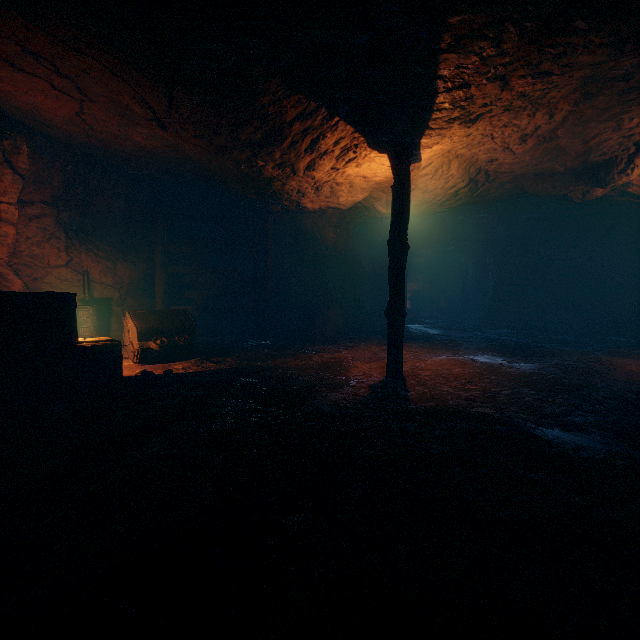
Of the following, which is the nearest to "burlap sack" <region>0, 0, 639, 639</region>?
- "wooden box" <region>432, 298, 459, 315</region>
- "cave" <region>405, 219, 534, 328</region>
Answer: "cave" <region>405, 219, 534, 328</region>

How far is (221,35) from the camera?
3.5 meters

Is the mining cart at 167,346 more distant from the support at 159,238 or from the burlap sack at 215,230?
the support at 159,238

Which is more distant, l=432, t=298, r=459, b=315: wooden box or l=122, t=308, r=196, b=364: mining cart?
l=432, t=298, r=459, b=315: wooden box

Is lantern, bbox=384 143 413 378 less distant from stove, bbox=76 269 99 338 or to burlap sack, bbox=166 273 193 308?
burlap sack, bbox=166 273 193 308

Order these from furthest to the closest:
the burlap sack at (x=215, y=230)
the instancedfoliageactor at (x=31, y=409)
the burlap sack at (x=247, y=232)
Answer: the burlap sack at (x=247, y=232), the burlap sack at (x=215, y=230), the instancedfoliageactor at (x=31, y=409)

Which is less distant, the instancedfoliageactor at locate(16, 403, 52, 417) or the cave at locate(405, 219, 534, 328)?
the instancedfoliageactor at locate(16, 403, 52, 417)

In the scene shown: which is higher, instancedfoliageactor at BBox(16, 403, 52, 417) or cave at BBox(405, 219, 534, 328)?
cave at BBox(405, 219, 534, 328)
